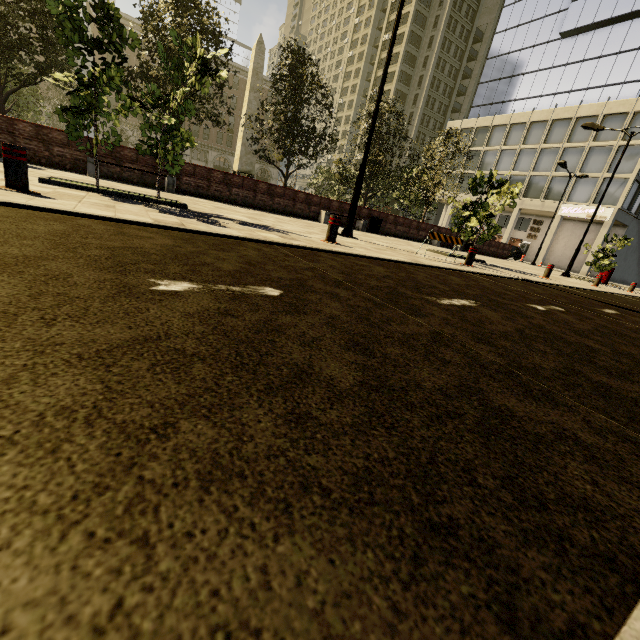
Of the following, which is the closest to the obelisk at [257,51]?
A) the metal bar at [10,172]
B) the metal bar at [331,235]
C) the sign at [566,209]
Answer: the metal bar at [331,235]

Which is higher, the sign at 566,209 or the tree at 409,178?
the sign at 566,209

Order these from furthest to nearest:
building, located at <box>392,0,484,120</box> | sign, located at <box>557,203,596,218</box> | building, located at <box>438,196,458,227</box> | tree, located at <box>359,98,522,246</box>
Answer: building, located at <box>392,0,484,120</box> → building, located at <box>438,196,458,227</box> → sign, located at <box>557,203,596,218</box> → tree, located at <box>359,98,522,246</box>

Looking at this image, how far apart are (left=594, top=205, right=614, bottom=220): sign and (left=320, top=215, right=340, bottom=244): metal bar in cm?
3946

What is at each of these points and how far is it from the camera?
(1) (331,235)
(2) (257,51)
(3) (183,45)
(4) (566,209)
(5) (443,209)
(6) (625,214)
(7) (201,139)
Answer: (1) metal bar, 6.8 meters
(2) obelisk, 24.9 meters
(3) tree, 5.7 meters
(4) sign, 35.6 meters
(5) building, 54.7 meters
(6) building, 33.4 meters
(7) building, 55.0 meters

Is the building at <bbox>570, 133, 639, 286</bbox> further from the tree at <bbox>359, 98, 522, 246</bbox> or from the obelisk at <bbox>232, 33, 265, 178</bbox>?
the obelisk at <bbox>232, 33, 265, 178</bbox>

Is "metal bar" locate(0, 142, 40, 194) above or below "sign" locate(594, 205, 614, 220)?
below
